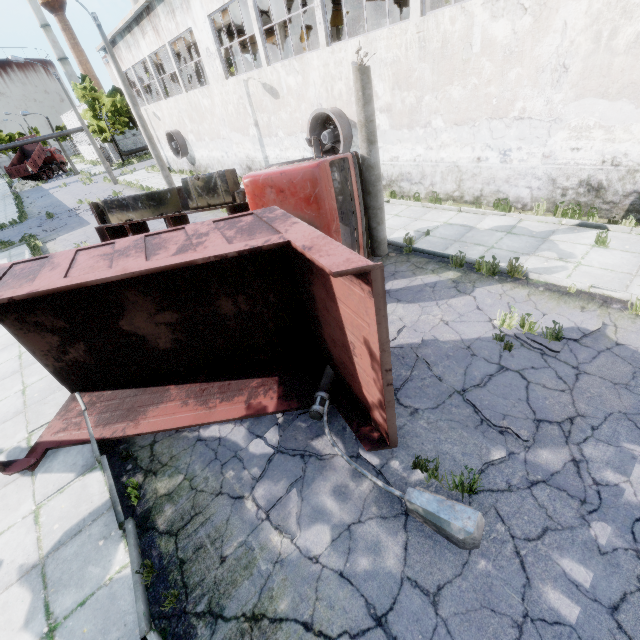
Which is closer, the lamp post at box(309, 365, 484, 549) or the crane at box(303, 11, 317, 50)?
the lamp post at box(309, 365, 484, 549)

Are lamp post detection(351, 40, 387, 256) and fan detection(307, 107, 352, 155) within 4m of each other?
no

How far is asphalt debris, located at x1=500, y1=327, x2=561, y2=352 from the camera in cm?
560

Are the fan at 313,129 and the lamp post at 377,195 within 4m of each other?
no

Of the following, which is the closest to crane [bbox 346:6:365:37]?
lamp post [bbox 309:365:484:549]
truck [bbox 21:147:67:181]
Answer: lamp post [bbox 309:365:484:549]

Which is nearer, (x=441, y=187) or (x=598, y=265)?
(x=598, y=265)

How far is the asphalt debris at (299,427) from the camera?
4.99m

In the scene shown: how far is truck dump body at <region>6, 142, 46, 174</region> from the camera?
45.9 meters
